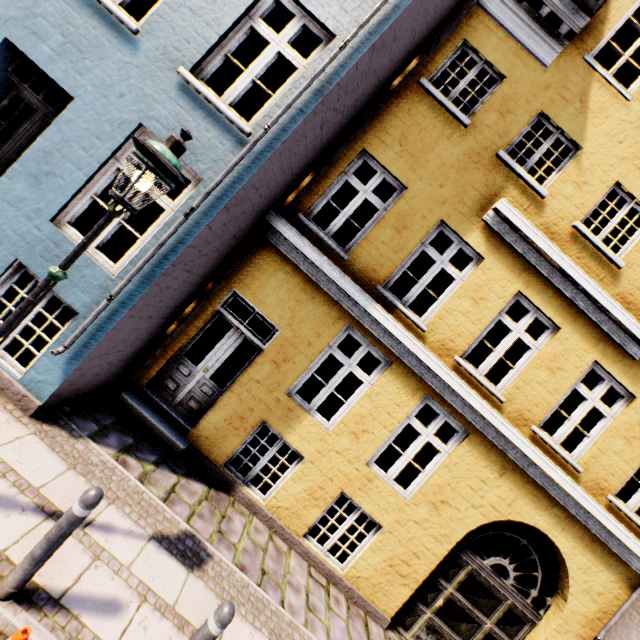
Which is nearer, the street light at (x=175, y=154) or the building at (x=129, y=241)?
the street light at (x=175, y=154)

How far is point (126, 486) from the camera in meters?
4.4

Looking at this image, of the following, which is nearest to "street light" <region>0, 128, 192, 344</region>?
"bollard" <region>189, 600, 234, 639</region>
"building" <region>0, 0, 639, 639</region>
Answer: "building" <region>0, 0, 639, 639</region>

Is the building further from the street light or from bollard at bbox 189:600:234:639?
bollard at bbox 189:600:234:639

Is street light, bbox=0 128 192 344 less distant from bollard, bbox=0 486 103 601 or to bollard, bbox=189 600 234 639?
bollard, bbox=0 486 103 601

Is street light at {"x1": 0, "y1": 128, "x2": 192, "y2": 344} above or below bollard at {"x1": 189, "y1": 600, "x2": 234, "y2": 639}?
above

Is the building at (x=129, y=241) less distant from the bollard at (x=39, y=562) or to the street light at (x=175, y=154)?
the street light at (x=175, y=154)

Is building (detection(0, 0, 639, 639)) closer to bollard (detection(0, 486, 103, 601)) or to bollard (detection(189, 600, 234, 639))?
bollard (detection(0, 486, 103, 601))
